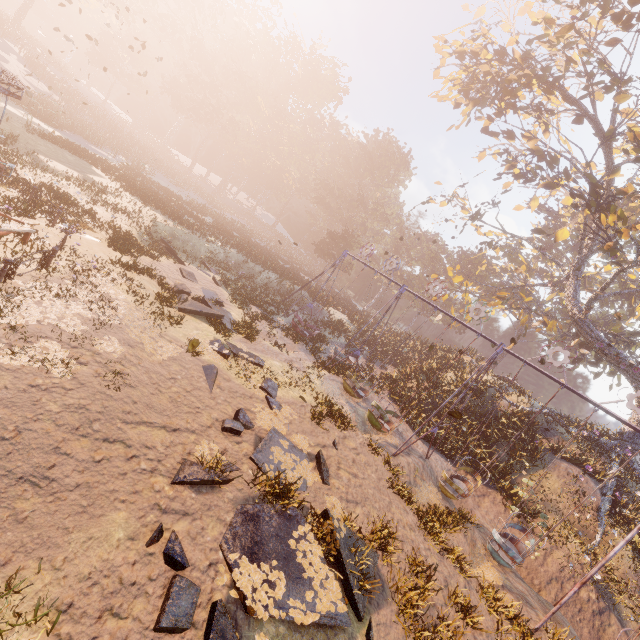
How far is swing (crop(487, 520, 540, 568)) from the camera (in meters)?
10.26

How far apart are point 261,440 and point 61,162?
22.78m

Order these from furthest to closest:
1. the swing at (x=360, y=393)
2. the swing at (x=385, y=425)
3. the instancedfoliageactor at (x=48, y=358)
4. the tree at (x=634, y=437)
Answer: the tree at (x=634, y=437)
the swing at (x=360, y=393)
the swing at (x=385, y=425)
the instancedfoliageactor at (x=48, y=358)

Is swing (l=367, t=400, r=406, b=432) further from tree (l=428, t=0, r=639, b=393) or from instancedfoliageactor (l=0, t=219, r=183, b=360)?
instancedfoliageactor (l=0, t=219, r=183, b=360)

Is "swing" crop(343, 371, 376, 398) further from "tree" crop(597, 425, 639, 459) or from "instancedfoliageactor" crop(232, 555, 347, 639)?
"tree" crop(597, 425, 639, 459)

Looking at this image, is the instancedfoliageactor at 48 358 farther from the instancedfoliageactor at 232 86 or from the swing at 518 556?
the instancedfoliageactor at 232 86

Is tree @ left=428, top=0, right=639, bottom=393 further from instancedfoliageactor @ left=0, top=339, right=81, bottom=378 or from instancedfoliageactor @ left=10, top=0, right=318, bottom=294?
instancedfoliageactor @ left=0, top=339, right=81, bottom=378
